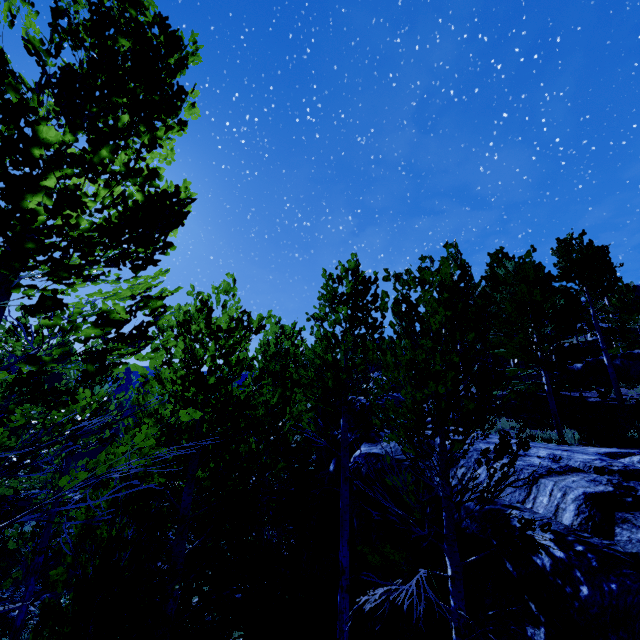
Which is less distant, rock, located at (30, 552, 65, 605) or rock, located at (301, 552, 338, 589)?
rock, located at (301, 552, 338, 589)

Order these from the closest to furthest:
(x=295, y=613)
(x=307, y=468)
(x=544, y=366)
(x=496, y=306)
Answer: (x=295, y=613), (x=544, y=366), (x=307, y=468), (x=496, y=306)

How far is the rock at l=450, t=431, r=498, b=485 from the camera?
6.7m

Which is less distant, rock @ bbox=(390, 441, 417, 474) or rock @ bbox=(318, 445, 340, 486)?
rock @ bbox=(390, 441, 417, 474)

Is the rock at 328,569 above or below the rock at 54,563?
above

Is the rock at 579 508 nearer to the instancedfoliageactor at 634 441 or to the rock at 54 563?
the instancedfoliageactor at 634 441

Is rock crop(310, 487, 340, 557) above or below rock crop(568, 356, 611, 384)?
below
